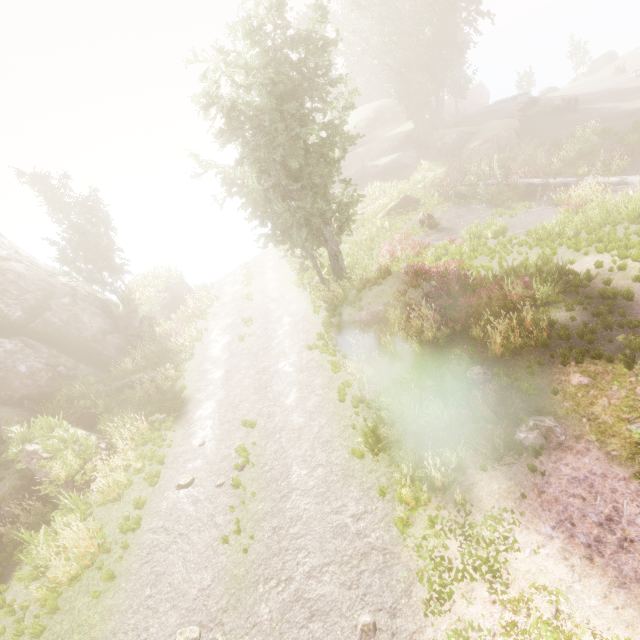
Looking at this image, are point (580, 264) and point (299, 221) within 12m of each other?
yes

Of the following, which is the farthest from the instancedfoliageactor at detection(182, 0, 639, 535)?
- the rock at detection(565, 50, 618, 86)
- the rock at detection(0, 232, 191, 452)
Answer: the rock at detection(565, 50, 618, 86)

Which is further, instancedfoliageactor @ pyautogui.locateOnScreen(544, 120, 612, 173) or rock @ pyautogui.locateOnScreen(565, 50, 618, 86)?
rock @ pyautogui.locateOnScreen(565, 50, 618, 86)

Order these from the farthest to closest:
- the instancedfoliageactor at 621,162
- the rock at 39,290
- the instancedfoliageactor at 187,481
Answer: the instancedfoliageactor at 621,162, the rock at 39,290, the instancedfoliageactor at 187,481

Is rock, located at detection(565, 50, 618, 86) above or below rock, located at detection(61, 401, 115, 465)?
above

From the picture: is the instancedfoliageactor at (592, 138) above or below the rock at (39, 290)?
below

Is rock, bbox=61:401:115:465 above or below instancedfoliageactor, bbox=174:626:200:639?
above

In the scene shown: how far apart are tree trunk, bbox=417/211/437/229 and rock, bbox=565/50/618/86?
53.4m
